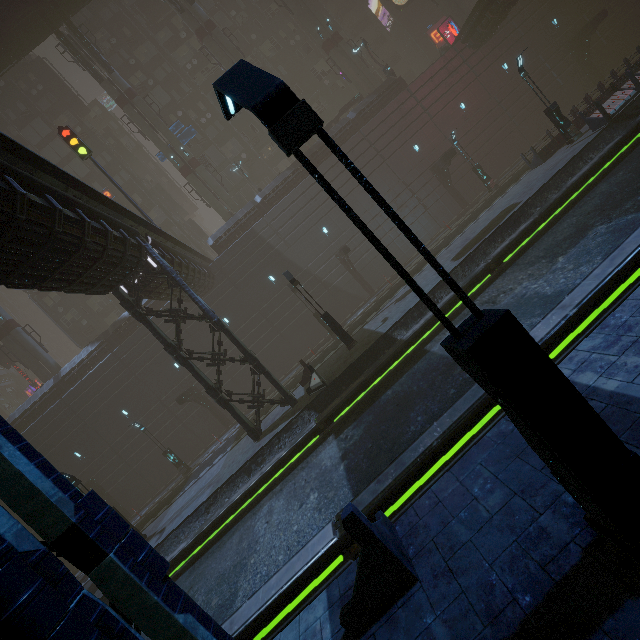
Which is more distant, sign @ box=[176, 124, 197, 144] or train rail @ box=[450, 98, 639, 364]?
sign @ box=[176, 124, 197, 144]

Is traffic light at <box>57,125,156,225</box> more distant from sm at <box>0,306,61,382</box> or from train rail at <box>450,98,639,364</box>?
sm at <box>0,306,61,382</box>

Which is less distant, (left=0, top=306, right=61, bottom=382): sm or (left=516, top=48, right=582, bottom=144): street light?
(left=516, top=48, right=582, bottom=144): street light

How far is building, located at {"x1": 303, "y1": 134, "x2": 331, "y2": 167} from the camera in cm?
2980

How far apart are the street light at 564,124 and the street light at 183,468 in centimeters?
3309cm

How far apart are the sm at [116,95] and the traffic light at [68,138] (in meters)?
11.81

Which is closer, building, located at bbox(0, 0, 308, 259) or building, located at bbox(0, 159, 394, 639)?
building, located at bbox(0, 159, 394, 639)

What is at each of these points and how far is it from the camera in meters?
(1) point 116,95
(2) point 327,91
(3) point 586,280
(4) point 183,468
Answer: (1) sm, 31.9 m
(2) building, 40.2 m
(3) train rail, 7.4 m
(4) street light, 24.4 m
